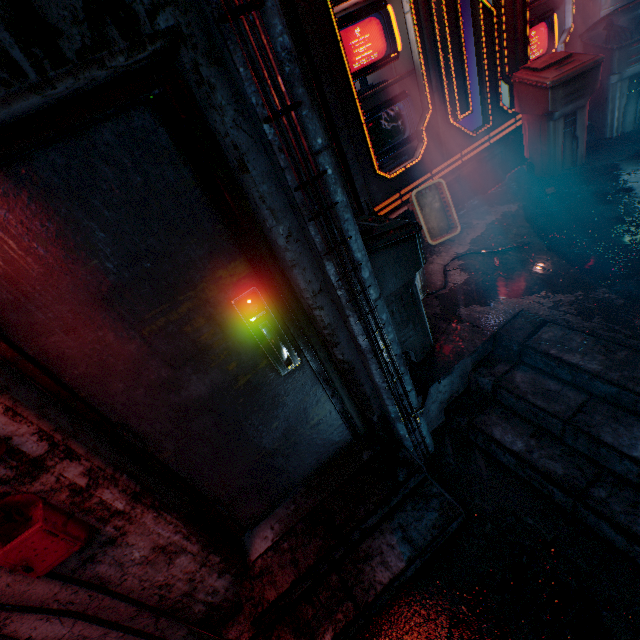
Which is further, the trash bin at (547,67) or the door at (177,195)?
the trash bin at (547,67)

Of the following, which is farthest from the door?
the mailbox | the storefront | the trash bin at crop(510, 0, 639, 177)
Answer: the trash bin at crop(510, 0, 639, 177)

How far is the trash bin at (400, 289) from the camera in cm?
170

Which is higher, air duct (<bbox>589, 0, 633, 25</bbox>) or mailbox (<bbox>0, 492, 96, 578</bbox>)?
air duct (<bbox>589, 0, 633, 25</bbox>)

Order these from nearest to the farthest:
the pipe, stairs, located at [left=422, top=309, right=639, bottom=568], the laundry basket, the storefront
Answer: the pipe < stairs, located at [left=422, top=309, right=639, bottom=568] < the storefront < the laundry basket

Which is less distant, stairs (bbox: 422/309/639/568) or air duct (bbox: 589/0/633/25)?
stairs (bbox: 422/309/639/568)

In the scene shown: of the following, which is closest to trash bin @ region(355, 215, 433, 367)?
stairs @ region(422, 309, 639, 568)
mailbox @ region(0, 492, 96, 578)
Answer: stairs @ region(422, 309, 639, 568)

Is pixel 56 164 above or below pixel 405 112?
above
